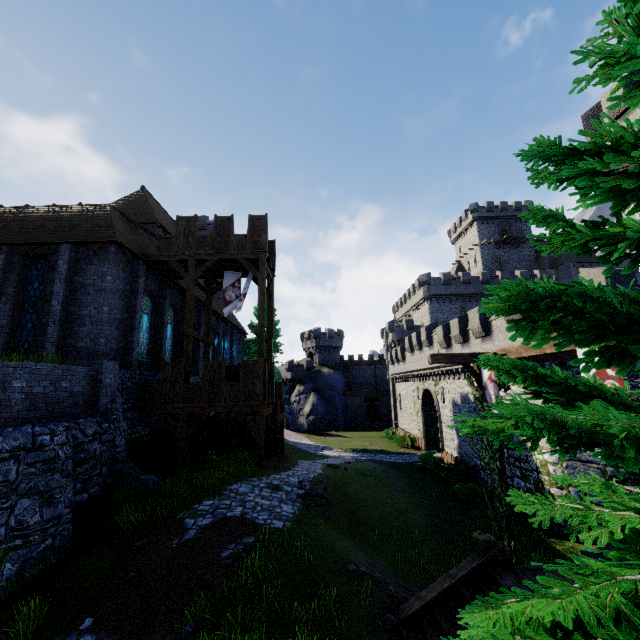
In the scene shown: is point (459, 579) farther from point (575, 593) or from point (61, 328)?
point (61, 328)

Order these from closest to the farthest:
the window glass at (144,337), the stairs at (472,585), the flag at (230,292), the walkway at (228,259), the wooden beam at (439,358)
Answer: the stairs at (472,585) < the wooden beam at (439,358) < the walkway at (228,259) < the window glass at (144,337) < the flag at (230,292)

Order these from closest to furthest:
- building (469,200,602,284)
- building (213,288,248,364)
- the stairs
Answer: the stairs → building (213,288,248,364) → building (469,200,602,284)

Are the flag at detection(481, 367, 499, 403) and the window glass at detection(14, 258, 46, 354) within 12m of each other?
no

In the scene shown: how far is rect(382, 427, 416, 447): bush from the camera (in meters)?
36.06

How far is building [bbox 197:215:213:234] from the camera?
40.8m

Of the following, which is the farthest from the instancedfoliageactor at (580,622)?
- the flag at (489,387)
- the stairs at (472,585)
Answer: the flag at (489,387)

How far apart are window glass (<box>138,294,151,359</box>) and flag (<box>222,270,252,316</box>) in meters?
4.1
